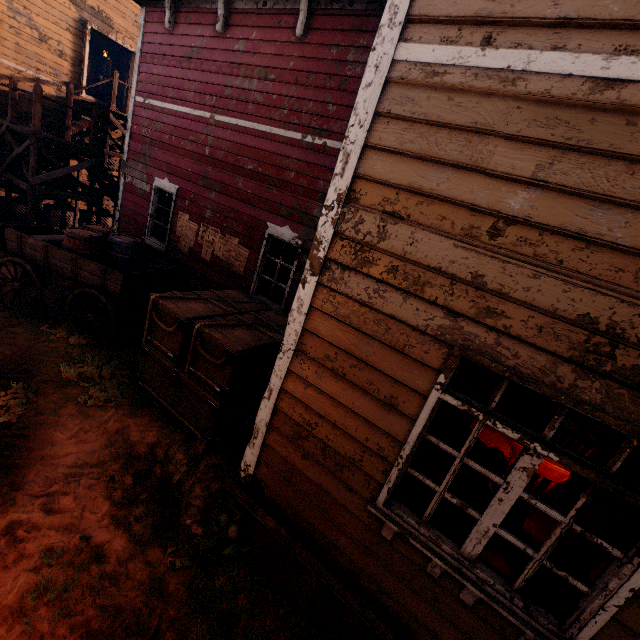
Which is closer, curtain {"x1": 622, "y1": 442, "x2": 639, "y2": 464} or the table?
curtain {"x1": 622, "y1": 442, "x2": 639, "y2": 464}

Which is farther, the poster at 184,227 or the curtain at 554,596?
the poster at 184,227

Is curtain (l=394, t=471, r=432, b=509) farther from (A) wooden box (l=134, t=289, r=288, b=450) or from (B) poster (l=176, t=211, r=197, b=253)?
(B) poster (l=176, t=211, r=197, b=253)

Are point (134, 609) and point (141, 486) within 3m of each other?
yes

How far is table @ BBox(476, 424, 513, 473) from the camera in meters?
4.2 m

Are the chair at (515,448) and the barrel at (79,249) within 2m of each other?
no

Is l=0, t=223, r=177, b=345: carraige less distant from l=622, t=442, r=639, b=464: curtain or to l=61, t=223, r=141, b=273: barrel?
l=61, t=223, r=141, b=273: barrel

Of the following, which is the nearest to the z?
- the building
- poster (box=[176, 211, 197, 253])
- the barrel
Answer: the building
